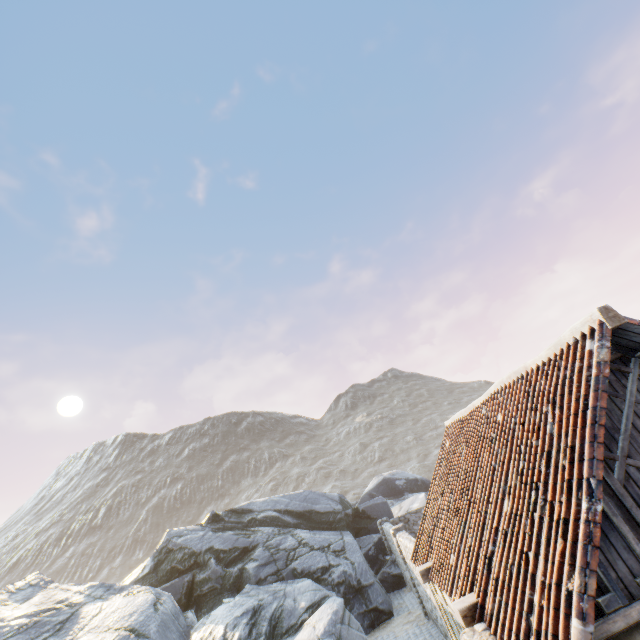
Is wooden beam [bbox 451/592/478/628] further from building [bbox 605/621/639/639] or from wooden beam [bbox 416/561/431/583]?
wooden beam [bbox 416/561/431/583]

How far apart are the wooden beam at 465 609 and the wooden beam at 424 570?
2.6 meters

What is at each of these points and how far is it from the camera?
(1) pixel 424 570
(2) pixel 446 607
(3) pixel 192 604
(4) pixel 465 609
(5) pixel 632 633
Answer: (1) wooden beam, 7.4 meters
(2) building, 7.0 meters
(3) rock, 16.2 meters
(4) wooden beam, 4.9 meters
(5) building, 3.6 meters

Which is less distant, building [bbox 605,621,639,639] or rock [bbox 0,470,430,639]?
building [bbox 605,621,639,639]

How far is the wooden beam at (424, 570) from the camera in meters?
7.4 m

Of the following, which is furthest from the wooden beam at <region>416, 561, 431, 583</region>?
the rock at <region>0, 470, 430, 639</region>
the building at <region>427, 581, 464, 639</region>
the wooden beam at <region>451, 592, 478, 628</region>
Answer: the rock at <region>0, 470, 430, 639</region>

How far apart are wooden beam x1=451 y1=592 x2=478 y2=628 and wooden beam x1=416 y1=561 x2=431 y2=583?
2.56m

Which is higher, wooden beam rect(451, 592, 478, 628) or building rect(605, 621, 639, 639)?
wooden beam rect(451, 592, 478, 628)
